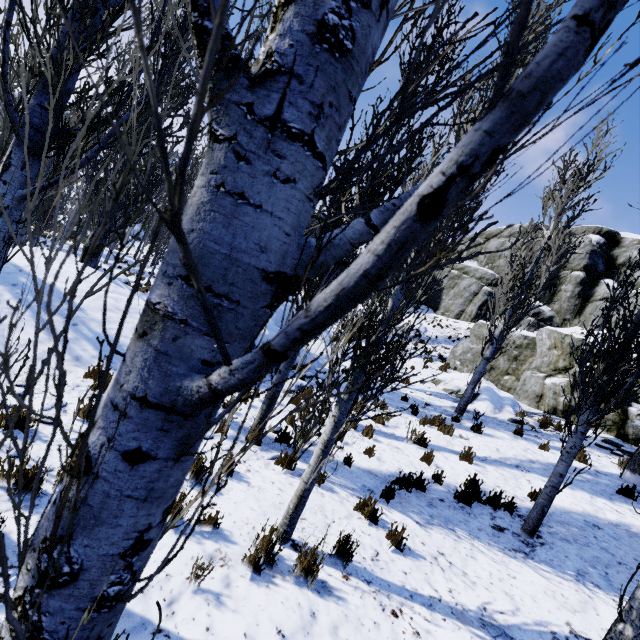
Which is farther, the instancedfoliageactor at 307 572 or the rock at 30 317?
the rock at 30 317

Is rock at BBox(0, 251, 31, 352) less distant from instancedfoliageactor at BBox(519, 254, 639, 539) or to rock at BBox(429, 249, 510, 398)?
instancedfoliageactor at BBox(519, 254, 639, 539)

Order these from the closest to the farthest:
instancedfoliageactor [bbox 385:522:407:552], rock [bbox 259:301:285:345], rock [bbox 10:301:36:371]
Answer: instancedfoliageactor [bbox 385:522:407:552], rock [bbox 10:301:36:371], rock [bbox 259:301:285:345]

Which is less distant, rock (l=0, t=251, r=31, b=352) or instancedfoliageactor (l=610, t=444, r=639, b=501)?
rock (l=0, t=251, r=31, b=352)

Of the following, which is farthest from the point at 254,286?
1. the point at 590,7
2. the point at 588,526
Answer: the point at 588,526

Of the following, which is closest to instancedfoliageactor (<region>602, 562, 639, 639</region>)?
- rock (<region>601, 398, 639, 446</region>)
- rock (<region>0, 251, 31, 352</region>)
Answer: rock (<region>0, 251, 31, 352</region>)

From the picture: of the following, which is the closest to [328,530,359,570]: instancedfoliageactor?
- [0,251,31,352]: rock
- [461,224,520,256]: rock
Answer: [0,251,31,352]: rock

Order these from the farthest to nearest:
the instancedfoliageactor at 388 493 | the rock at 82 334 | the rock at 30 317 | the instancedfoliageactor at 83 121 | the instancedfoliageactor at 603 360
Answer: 1. the rock at 82 334
2. the rock at 30 317
3. the instancedfoliageactor at 388 493
4. the instancedfoliageactor at 603 360
5. the instancedfoliageactor at 83 121
